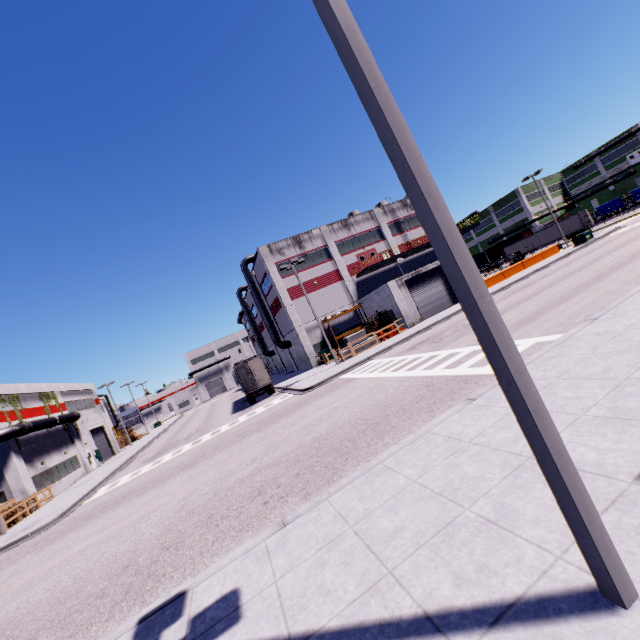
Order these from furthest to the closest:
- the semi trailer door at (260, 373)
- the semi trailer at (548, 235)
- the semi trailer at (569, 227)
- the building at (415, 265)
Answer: the semi trailer at (548, 235), the semi trailer at (569, 227), the building at (415, 265), the semi trailer door at (260, 373)

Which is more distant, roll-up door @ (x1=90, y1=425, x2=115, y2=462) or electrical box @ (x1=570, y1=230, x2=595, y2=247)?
roll-up door @ (x1=90, y1=425, x2=115, y2=462)

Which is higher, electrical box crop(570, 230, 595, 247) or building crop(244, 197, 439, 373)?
building crop(244, 197, 439, 373)

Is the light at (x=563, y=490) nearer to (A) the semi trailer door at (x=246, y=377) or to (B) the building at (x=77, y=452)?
(B) the building at (x=77, y=452)

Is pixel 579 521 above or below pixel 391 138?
below

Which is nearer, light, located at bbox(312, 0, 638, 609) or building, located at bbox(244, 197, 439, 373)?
light, located at bbox(312, 0, 638, 609)

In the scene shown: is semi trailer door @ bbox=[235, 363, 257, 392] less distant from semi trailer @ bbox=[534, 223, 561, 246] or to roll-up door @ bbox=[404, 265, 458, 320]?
semi trailer @ bbox=[534, 223, 561, 246]

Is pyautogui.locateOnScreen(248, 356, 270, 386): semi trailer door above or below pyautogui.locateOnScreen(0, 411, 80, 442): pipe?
below
